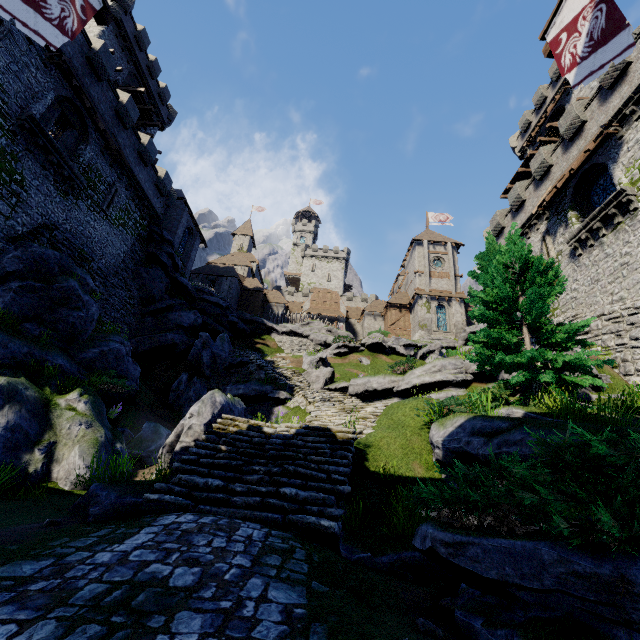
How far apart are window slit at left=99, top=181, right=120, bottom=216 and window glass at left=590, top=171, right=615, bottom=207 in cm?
3108

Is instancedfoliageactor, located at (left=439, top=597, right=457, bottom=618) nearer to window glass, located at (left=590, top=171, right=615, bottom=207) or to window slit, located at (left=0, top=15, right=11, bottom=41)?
window glass, located at (left=590, top=171, right=615, bottom=207)

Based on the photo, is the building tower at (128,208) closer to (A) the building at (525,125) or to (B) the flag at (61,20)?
(B) the flag at (61,20)

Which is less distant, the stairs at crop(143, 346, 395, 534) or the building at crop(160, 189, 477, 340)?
the stairs at crop(143, 346, 395, 534)

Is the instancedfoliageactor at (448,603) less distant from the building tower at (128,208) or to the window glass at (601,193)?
the building tower at (128,208)

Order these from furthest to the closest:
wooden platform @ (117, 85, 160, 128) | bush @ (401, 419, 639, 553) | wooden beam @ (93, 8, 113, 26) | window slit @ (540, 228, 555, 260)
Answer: wooden platform @ (117, 85, 160, 128)
window slit @ (540, 228, 555, 260)
wooden beam @ (93, 8, 113, 26)
bush @ (401, 419, 639, 553)

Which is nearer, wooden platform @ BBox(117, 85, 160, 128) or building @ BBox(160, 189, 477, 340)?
wooden platform @ BBox(117, 85, 160, 128)

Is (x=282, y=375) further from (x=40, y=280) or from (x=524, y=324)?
(x=524, y=324)
